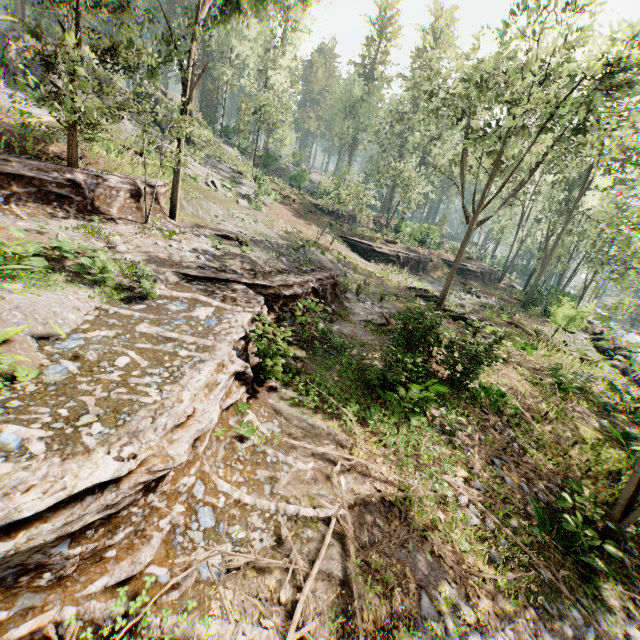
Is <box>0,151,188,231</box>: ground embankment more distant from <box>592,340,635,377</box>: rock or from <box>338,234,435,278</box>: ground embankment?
<box>592,340,635,377</box>: rock

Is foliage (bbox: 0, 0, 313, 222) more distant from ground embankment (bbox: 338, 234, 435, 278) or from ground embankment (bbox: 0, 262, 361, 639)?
ground embankment (bbox: 338, 234, 435, 278)

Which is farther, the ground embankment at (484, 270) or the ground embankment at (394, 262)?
the ground embankment at (484, 270)

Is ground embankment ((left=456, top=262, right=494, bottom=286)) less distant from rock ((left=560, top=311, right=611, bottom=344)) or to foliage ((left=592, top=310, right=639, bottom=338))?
foliage ((left=592, top=310, right=639, bottom=338))

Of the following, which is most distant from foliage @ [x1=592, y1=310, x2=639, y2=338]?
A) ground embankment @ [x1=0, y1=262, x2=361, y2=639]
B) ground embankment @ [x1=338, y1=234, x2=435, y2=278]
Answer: ground embankment @ [x1=338, y1=234, x2=435, y2=278]

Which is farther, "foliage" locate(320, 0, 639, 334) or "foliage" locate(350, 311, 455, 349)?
"foliage" locate(320, 0, 639, 334)

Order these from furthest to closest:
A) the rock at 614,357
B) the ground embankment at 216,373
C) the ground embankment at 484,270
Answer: the ground embankment at 484,270 < the rock at 614,357 < the ground embankment at 216,373

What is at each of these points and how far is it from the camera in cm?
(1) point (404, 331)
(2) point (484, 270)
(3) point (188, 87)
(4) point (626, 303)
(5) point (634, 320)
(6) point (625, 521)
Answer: (1) foliage, 1084
(2) ground embankment, 4225
(3) foliage, 1560
(4) foliage, 3566
(5) foliage, 5500
(6) foliage, 720
